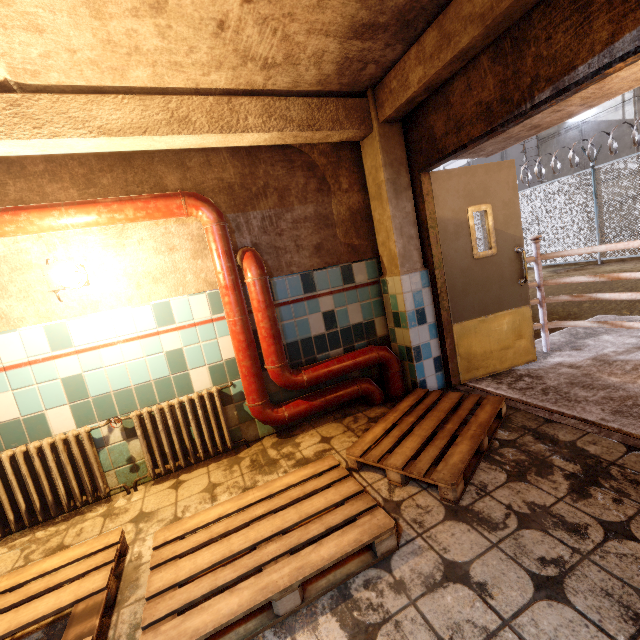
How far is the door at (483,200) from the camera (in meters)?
3.20

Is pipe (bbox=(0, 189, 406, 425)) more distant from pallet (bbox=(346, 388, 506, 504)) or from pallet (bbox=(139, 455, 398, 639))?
pallet (bbox=(139, 455, 398, 639))

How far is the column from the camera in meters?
3.1

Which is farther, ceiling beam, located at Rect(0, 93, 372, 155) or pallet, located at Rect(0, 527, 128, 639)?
ceiling beam, located at Rect(0, 93, 372, 155)

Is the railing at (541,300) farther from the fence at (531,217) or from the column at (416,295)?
the fence at (531,217)

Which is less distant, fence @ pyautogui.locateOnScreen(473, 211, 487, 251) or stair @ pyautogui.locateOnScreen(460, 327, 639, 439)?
stair @ pyautogui.locateOnScreen(460, 327, 639, 439)

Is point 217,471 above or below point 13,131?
below

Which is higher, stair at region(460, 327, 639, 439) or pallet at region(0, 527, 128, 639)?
pallet at region(0, 527, 128, 639)
